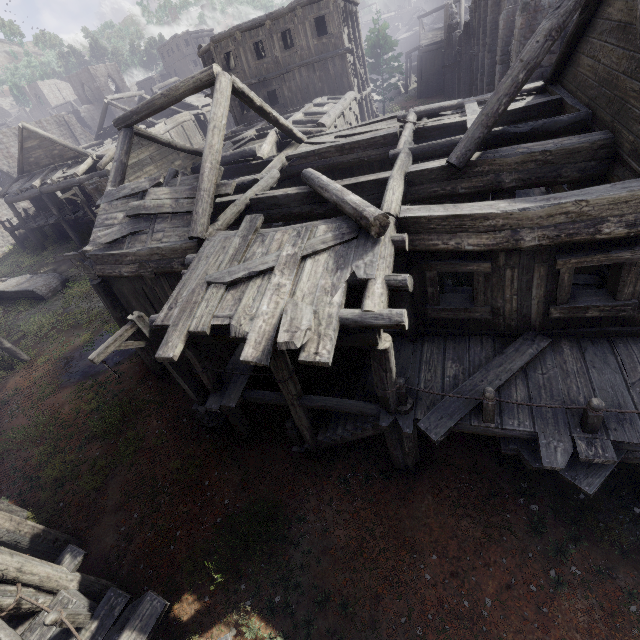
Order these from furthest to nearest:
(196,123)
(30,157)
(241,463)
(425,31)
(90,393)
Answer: (425,31) < (196,123) < (30,157) < (90,393) < (241,463)

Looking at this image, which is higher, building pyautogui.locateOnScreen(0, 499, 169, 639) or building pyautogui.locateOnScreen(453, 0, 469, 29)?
building pyautogui.locateOnScreen(453, 0, 469, 29)

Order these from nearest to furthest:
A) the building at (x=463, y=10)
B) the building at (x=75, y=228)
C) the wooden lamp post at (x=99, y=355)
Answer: the building at (x=75, y=228) < the wooden lamp post at (x=99, y=355) < the building at (x=463, y=10)

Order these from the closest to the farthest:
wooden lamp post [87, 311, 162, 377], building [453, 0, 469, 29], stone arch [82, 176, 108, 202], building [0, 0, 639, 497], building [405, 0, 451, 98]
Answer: building [0, 0, 639, 497] → wooden lamp post [87, 311, 162, 377] → stone arch [82, 176, 108, 202] → building [453, 0, 469, 29] → building [405, 0, 451, 98]

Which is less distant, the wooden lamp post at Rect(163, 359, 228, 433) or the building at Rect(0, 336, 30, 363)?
the wooden lamp post at Rect(163, 359, 228, 433)

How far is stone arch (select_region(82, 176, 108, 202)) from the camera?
21.3m

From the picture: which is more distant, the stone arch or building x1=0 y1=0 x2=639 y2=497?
the stone arch

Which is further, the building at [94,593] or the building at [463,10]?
the building at [463,10]
